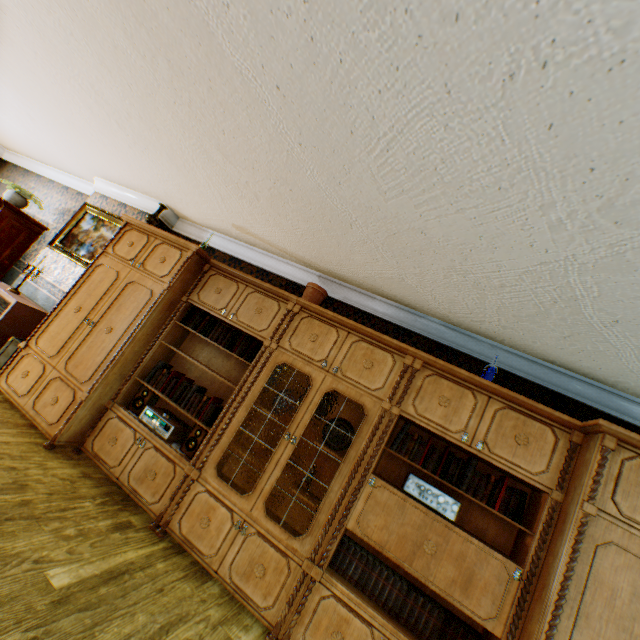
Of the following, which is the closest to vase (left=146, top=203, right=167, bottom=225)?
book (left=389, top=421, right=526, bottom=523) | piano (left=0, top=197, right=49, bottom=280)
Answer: piano (left=0, top=197, right=49, bottom=280)

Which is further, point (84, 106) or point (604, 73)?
point (84, 106)

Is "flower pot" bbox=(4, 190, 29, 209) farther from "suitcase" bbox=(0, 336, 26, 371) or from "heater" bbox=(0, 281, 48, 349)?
"suitcase" bbox=(0, 336, 26, 371)

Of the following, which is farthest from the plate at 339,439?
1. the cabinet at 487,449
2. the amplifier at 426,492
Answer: the amplifier at 426,492

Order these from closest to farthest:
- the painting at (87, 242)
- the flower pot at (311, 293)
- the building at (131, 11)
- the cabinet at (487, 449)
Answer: the building at (131, 11) → the cabinet at (487, 449) → the flower pot at (311, 293) → the painting at (87, 242)

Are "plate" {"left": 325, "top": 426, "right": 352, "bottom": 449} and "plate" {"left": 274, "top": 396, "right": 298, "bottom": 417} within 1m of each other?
yes

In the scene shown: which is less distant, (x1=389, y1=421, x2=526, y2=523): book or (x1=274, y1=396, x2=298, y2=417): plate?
(x1=389, y1=421, x2=526, y2=523): book

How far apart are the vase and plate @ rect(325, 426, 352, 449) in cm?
356
